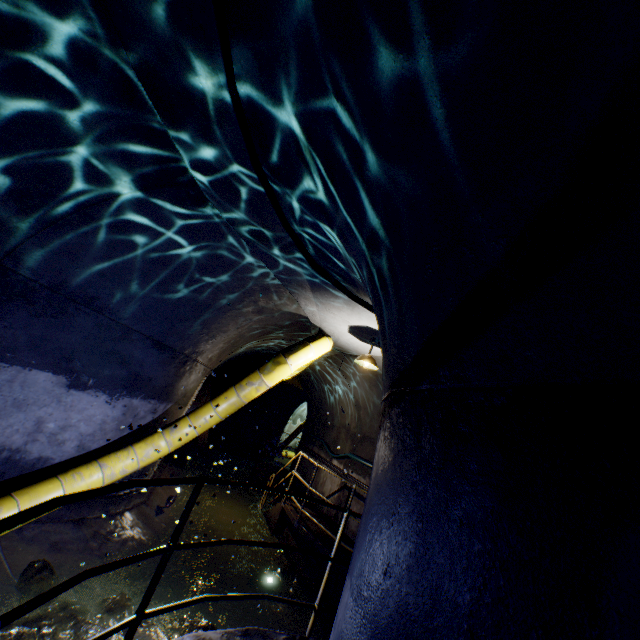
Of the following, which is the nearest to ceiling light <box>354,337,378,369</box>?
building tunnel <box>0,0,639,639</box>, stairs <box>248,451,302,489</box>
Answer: building tunnel <box>0,0,639,639</box>

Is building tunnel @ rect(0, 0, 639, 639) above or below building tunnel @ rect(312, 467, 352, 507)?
above

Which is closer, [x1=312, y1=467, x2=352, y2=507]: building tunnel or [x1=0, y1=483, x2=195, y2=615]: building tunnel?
[x1=0, y1=483, x2=195, y2=615]: building tunnel

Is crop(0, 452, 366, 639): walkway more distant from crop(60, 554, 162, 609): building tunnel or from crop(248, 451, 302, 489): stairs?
crop(248, 451, 302, 489): stairs

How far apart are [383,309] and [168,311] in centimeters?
428cm

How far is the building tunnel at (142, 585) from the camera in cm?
386

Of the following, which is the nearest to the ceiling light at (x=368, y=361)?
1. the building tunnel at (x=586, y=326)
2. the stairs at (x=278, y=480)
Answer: the building tunnel at (x=586, y=326)

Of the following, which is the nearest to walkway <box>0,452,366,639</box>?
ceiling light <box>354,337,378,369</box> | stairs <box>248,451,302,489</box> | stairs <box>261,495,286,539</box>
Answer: stairs <box>261,495,286,539</box>
